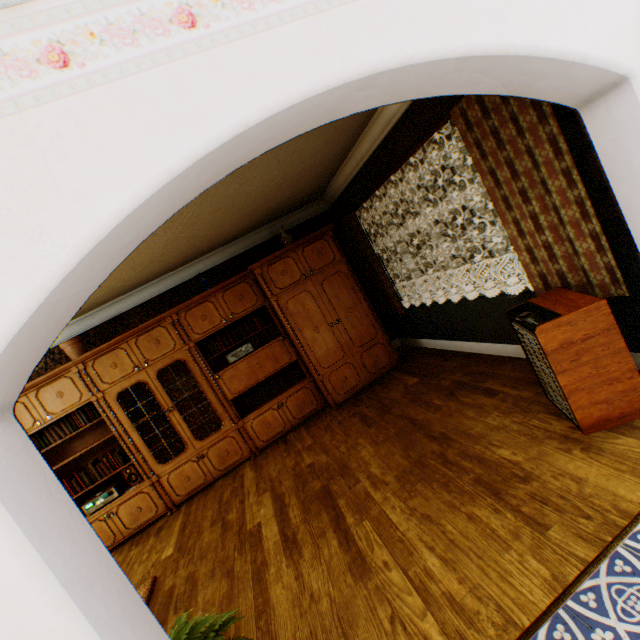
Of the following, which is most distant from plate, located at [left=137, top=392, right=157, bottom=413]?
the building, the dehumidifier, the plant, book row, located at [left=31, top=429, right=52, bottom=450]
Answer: the dehumidifier

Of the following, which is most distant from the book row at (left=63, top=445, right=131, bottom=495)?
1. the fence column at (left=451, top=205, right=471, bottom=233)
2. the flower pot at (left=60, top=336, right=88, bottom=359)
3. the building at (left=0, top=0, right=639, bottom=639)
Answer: the fence column at (left=451, top=205, right=471, bottom=233)

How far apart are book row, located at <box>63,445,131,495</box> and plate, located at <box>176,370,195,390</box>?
1.14m

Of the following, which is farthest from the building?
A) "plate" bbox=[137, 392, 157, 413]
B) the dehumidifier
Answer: "plate" bbox=[137, 392, 157, 413]

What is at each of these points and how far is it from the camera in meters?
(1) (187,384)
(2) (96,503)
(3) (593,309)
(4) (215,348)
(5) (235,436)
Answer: (1) plate, 5.1 m
(2) receiver, 4.4 m
(3) dehumidifier, 2.1 m
(4) book row, 5.0 m
(5) cabinet, 4.9 m

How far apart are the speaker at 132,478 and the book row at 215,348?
1.8m

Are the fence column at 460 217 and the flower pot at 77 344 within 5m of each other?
no

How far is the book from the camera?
4.4m
